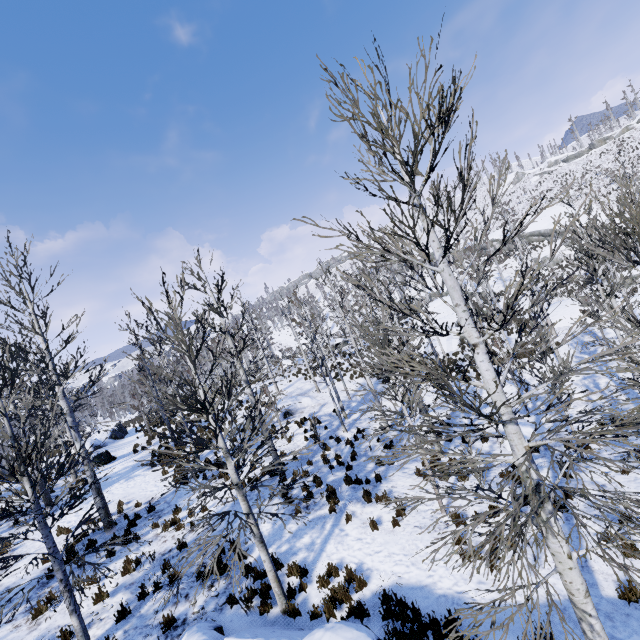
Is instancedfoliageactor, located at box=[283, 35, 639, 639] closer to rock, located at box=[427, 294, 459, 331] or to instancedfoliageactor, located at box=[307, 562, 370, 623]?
rock, located at box=[427, 294, 459, 331]

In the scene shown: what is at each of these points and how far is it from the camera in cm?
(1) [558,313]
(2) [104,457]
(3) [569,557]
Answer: (1) rock, 2595
(2) rock, 1973
(3) instancedfoliageactor, 391

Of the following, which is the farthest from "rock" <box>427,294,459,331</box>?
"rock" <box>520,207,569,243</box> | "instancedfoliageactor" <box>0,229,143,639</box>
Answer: "instancedfoliageactor" <box>0,229,143,639</box>

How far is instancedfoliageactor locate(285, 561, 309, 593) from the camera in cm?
773

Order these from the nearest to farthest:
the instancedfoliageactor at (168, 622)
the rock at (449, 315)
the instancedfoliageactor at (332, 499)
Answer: the instancedfoliageactor at (168, 622), the instancedfoliageactor at (332, 499), the rock at (449, 315)

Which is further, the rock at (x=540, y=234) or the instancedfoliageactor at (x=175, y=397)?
the rock at (x=540, y=234)

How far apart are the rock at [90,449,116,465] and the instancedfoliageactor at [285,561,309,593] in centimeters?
1679cm

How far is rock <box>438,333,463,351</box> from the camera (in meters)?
27.83
